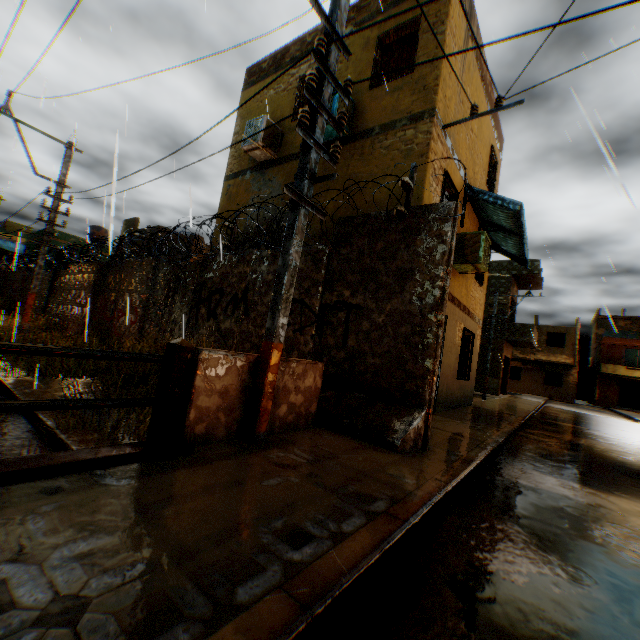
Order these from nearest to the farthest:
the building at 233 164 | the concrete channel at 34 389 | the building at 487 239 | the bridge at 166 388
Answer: the bridge at 166 388 < the concrete channel at 34 389 < the building at 487 239 < the building at 233 164

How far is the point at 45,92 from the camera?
4.28m

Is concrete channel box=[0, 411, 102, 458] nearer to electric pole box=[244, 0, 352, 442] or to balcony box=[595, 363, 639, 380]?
electric pole box=[244, 0, 352, 442]

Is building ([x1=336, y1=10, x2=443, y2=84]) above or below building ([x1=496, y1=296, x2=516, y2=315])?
above

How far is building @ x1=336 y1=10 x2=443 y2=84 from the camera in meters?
6.9 m

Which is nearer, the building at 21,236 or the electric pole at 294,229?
the electric pole at 294,229

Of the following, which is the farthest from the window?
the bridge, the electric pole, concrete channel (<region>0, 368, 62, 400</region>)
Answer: the bridge
